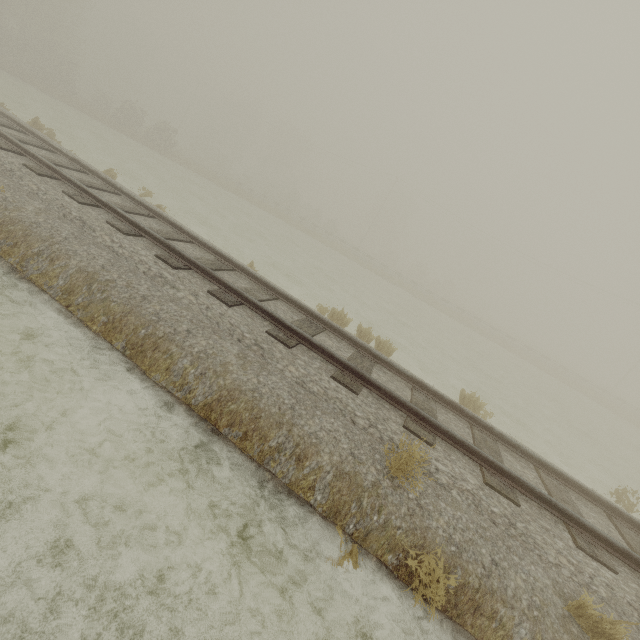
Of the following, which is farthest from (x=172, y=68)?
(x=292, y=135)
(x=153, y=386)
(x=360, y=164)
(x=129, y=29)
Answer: (x=153, y=386)
